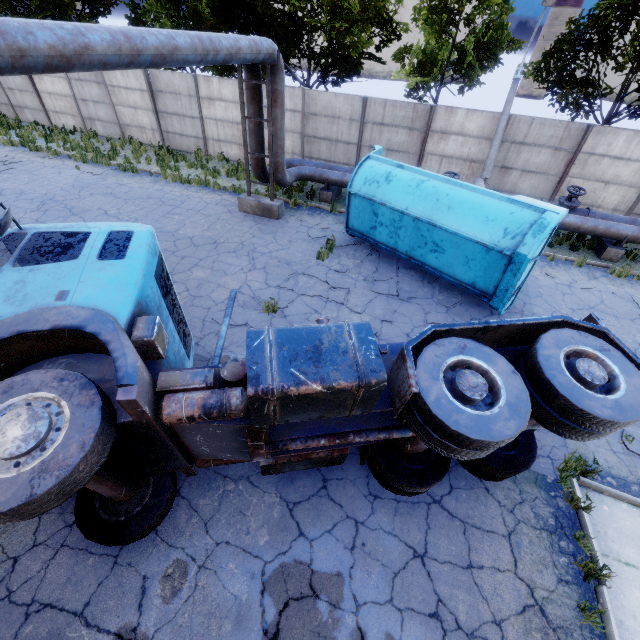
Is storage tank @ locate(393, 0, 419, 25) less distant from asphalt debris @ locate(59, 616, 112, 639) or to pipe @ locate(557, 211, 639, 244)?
pipe @ locate(557, 211, 639, 244)

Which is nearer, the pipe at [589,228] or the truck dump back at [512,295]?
the truck dump back at [512,295]

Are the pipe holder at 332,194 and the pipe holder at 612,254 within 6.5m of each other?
no

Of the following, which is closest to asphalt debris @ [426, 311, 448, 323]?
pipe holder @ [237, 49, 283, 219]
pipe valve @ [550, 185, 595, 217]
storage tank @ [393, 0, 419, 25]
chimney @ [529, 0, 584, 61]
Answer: pipe valve @ [550, 185, 595, 217]

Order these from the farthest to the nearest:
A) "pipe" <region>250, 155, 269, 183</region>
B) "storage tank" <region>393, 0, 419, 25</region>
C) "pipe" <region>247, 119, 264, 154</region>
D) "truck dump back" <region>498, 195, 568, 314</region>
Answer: "storage tank" <region>393, 0, 419, 25</region> → "pipe" <region>250, 155, 269, 183</region> → "pipe" <region>247, 119, 264, 154</region> → "truck dump back" <region>498, 195, 568, 314</region>

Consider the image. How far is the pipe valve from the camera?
11.70m

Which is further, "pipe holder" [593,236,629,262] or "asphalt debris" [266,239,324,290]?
"pipe holder" [593,236,629,262]

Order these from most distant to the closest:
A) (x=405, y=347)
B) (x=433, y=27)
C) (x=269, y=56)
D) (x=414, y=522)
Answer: (x=433, y=27) → (x=269, y=56) → (x=414, y=522) → (x=405, y=347)
